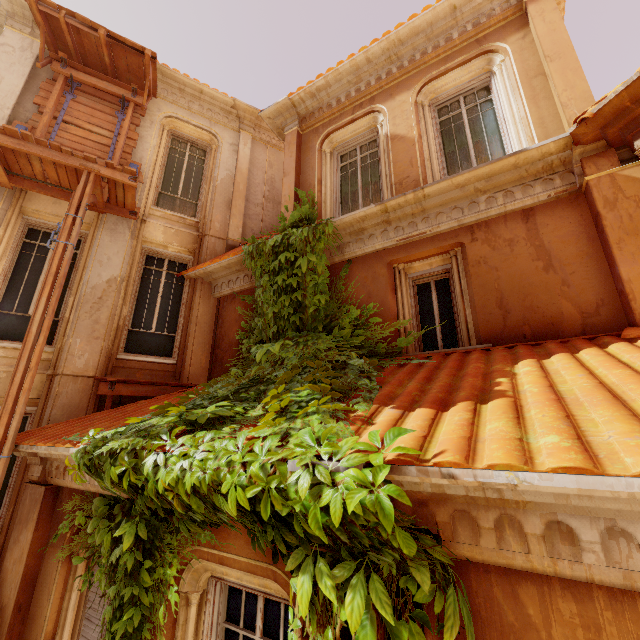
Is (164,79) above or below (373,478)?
above

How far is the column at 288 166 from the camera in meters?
7.1

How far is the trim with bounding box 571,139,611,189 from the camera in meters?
4.2

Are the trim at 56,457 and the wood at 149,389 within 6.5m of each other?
yes

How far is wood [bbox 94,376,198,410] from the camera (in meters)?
6.22

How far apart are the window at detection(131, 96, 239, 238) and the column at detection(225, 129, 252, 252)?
0.0m

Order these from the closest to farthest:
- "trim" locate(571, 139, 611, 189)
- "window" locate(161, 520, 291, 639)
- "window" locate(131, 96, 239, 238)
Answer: "window" locate(161, 520, 291, 639), "trim" locate(571, 139, 611, 189), "window" locate(131, 96, 239, 238)

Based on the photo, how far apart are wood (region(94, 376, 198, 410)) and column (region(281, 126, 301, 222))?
4.0m
